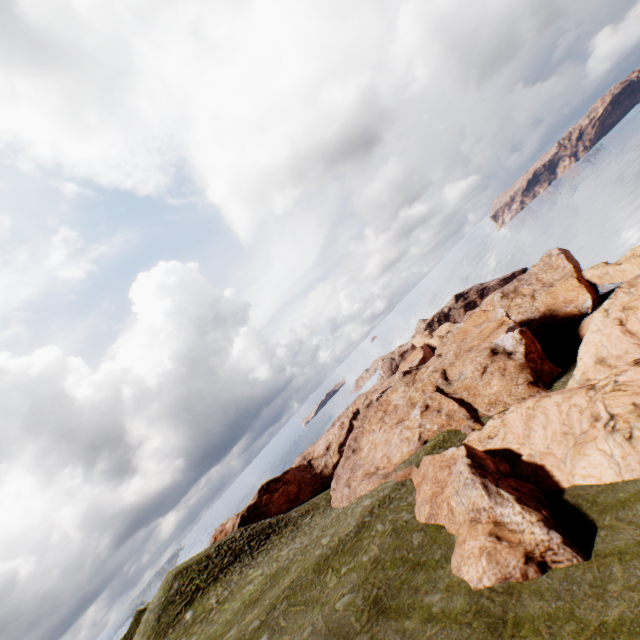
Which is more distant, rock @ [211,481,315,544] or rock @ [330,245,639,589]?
rock @ [211,481,315,544]

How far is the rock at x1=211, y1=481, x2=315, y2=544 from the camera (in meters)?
52.97

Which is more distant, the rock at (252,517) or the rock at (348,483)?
the rock at (252,517)

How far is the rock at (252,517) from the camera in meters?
53.0 m

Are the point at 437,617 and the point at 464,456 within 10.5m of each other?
yes
